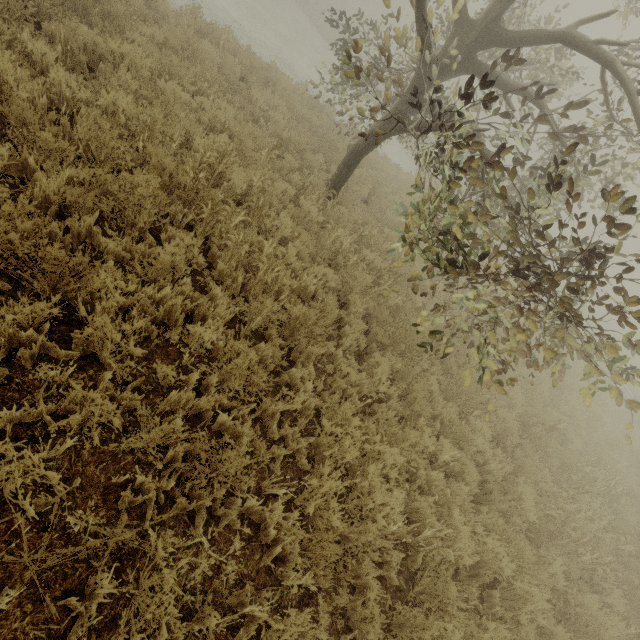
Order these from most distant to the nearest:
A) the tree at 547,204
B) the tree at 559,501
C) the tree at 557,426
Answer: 1. the tree at 557,426
2. the tree at 559,501
3. the tree at 547,204

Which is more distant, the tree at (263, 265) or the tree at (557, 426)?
the tree at (557, 426)

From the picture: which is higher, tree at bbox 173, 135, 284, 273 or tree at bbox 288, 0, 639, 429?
tree at bbox 288, 0, 639, 429

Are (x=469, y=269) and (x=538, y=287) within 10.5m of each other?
yes

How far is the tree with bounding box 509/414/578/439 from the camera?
7.0m

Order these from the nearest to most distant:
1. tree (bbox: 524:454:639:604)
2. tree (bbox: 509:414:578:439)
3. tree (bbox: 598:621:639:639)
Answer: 1. tree (bbox: 598:621:639:639)
2. tree (bbox: 524:454:639:604)
3. tree (bbox: 509:414:578:439)
